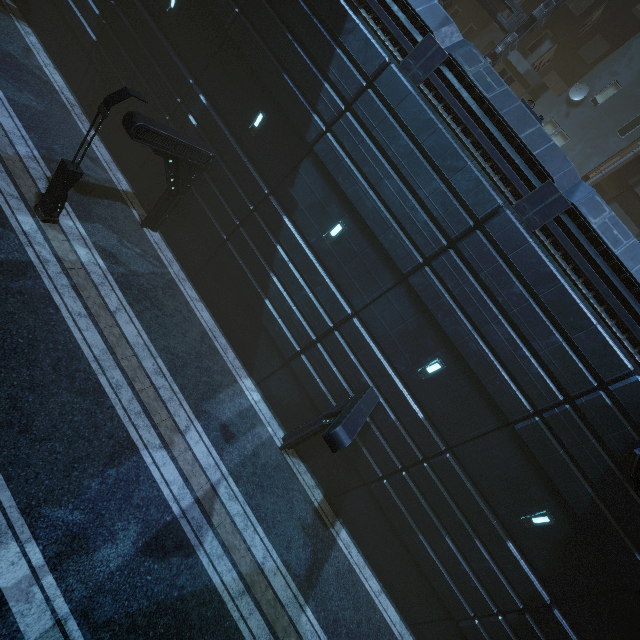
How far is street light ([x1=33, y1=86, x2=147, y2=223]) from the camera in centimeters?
954cm

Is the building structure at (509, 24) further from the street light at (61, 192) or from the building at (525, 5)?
the street light at (61, 192)

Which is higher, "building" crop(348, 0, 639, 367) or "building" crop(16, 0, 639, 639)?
"building" crop(348, 0, 639, 367)

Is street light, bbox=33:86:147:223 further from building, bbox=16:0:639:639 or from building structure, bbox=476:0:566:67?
building structure, bbox=476:0:566:67

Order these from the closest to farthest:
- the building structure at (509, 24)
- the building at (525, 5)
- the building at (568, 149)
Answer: the building at (568, 149) < the building structure at (509, 24) < the building at (525, 5)

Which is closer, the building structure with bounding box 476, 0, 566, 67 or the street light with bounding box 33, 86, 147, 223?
the street light with bounding box 33, 86, 147, 223

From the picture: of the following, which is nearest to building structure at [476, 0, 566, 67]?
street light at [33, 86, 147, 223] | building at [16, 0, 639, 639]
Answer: building at [16, 0, 639, 639]

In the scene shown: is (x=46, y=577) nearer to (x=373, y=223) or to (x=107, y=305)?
(x=107, y=305)
